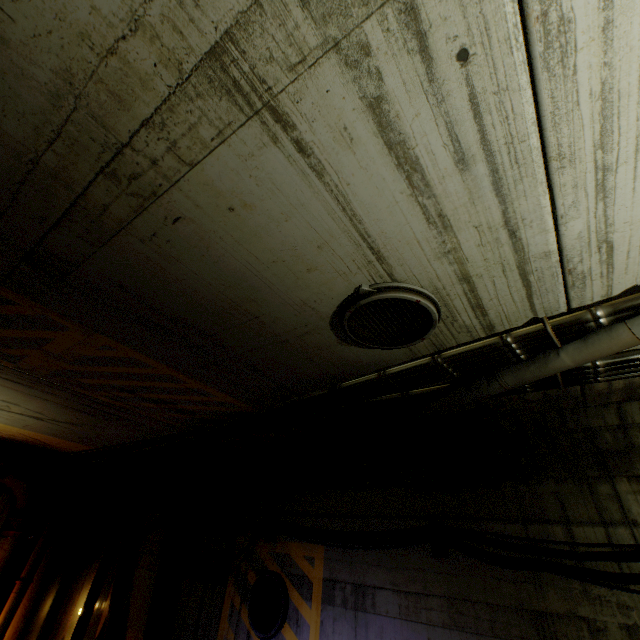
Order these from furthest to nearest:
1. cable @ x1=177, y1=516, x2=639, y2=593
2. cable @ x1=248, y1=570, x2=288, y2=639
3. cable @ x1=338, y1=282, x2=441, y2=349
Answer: cable @ x1=248, y1=570, x2=288, y2=639 < cable @ x1=177, y1=516, x2=639, y2=593 < cable @ x1=338, y1=282, x2=441, y2=349

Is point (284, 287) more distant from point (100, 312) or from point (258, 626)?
point (258, 626)

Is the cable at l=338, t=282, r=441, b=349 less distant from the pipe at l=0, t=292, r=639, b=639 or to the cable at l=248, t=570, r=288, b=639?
the pipe at l=0, t=292, r=639, b=639

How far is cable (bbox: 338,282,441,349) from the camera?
2.37m

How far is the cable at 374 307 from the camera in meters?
2.4

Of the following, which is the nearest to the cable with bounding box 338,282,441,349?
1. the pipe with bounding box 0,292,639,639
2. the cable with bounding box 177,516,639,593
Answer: the pipe with bounding box 0,292,639,639

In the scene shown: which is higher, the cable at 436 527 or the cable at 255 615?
the cable at 436 527
